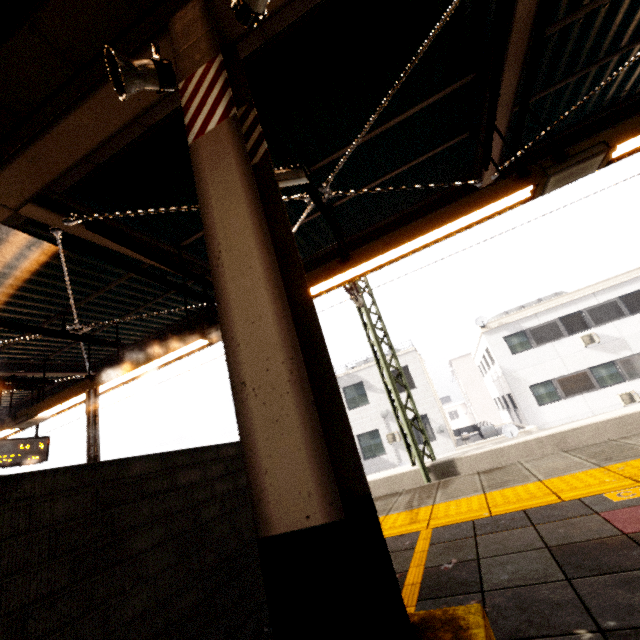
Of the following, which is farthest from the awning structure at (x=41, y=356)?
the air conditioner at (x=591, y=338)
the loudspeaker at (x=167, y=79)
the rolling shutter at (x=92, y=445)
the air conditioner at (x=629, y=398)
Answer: the air conditioner at (x=629, y=398)

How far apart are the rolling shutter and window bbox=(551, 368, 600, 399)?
20.71m

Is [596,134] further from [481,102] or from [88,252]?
[88,252]

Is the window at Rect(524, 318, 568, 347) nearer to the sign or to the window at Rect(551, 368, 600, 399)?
the window at Rect(551, 368, 600, 399)

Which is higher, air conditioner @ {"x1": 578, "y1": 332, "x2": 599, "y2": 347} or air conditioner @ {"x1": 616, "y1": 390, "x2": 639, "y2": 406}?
air conditioner @ {"x1": 578, "y1": 332, "x2": 599, "y2": 347}

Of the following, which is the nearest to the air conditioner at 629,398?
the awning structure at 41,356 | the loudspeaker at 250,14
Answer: the awning structure at 41,356

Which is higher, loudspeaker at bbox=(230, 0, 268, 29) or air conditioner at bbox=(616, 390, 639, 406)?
loudspeaker at bbox=(230, 0, 268, 29)

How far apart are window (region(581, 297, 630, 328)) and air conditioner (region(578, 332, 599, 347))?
0.28m
